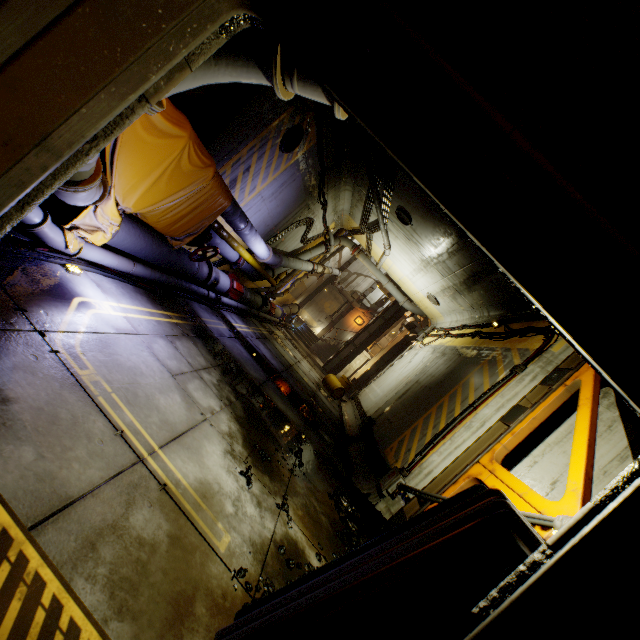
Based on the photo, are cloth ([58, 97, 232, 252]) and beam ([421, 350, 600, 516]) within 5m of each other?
no

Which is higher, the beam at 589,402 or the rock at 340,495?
the beam at 589,402

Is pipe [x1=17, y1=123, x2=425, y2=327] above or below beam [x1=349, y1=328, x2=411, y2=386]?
below

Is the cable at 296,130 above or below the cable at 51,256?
above

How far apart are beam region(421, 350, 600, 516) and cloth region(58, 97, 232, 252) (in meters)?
6.42

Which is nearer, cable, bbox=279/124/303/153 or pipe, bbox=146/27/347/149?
pipe, bbox=146/27/347/149

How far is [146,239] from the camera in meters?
5.8

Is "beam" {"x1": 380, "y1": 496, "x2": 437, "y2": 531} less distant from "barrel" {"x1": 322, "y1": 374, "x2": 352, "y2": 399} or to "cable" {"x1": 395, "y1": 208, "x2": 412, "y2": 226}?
"cable" {"x1": 395, "y1": 208, "x2": 412, "y2": 226}
